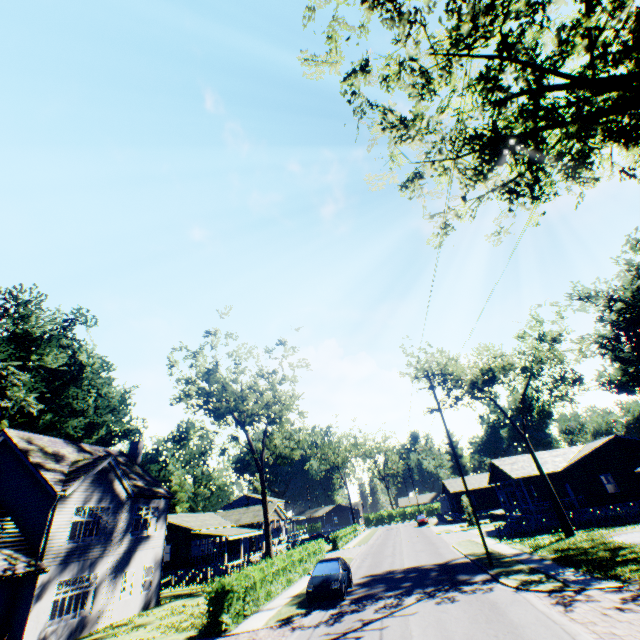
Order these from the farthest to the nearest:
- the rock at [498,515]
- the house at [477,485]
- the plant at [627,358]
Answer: the rock at [498,515] < the plant at [627,358] < the house at [477,485]

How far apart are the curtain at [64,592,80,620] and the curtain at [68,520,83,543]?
1.71m

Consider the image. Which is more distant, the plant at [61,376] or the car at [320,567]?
the plant at [61,376]

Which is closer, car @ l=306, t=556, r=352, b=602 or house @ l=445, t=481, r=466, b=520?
car @ l=306, t=556, r=352, b=602

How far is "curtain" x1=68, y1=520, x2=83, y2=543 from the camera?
18.5m

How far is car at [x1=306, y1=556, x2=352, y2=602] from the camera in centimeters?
1590cm

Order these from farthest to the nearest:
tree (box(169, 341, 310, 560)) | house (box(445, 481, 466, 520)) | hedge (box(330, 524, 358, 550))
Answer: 1. house (box(445, 481, 466, 520))
2. hedge (box(330, 524, 358, 550))
3. tree (box(169, 341, 310, 560))

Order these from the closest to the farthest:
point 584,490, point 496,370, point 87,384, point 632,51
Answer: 1. point 632,51
2. point 584,490
3. point 496,370
4. point 87,384
